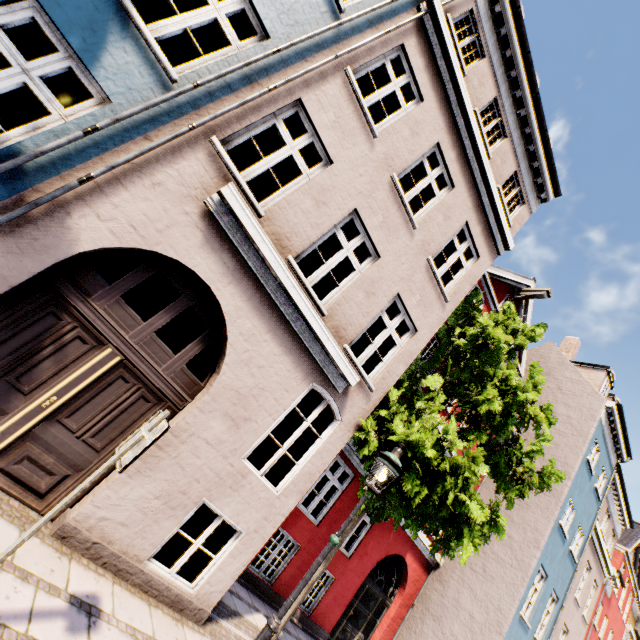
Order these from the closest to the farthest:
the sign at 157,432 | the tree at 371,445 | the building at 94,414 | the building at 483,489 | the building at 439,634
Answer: the sign at 157,432, the building at 94,414, the tree at 371,445, the building at 439,634, the building at 483,489

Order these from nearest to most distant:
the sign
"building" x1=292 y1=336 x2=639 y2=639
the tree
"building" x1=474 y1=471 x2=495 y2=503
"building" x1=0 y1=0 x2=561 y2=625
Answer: the sign → "building" x1=0 y1=0 x2=561 y2=625 → the tree → "building" x1=292 y1=336 x2=639 y2=639 → "building" x1=474 y1=471 x2=495 y2=503

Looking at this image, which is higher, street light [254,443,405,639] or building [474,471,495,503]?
building [474,471,495,503]

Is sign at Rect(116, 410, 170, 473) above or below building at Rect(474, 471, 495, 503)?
below

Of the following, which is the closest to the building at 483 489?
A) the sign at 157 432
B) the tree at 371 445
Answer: the tree at 371 445

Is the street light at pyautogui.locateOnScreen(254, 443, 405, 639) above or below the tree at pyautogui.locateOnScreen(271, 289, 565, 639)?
below

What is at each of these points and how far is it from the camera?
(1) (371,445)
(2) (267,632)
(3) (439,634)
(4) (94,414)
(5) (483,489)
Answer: (1) tree, 6.40m
(2) street light, 3.87m
(3) building, 10.95m
(4) building, 4.25m
(5) building, 13.83m

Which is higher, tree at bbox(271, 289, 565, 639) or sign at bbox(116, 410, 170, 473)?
tree at bbox(271, 289, 565, 639)
